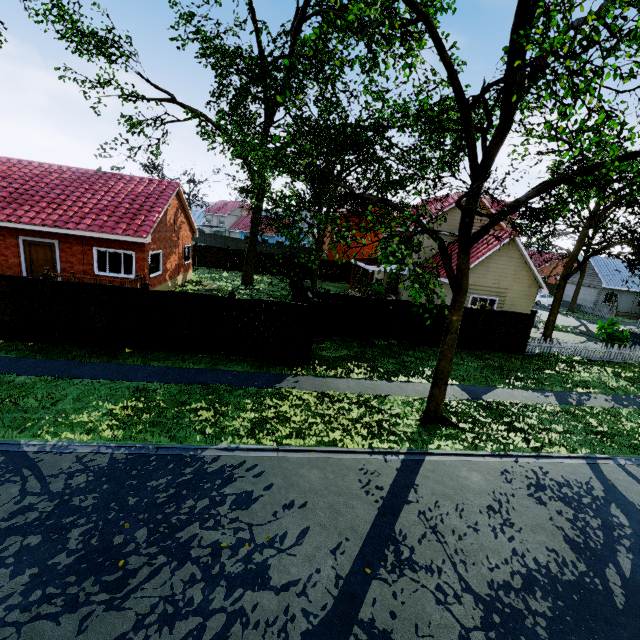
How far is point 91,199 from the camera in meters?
17.5

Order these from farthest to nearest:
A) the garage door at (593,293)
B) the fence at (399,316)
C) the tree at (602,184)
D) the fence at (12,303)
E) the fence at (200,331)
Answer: the garage door at (593,293)
the fence at (399,316)
the fence at (200,331)
the fence at (12,303)
the tree at (602,184)

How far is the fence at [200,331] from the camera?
11.65m

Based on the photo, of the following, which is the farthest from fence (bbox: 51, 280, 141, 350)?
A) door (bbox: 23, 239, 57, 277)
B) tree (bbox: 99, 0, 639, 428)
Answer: door (bbox: 23, 239, 57, 277)

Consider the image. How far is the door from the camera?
16.2 meters

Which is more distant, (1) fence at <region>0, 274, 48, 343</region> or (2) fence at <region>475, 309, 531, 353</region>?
(2) fence at <region>475, 309, 531, 353</region>

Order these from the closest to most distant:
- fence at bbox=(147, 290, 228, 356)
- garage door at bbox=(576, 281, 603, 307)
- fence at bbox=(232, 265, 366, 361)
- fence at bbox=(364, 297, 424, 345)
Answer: fence at bbox=(147, 290, 228, 356), fence at bbox=(232, 265, 366, 361), fence at bbox=(364, 297, 424, 345), garage door at bbox=(576, 281, 603, 307)
